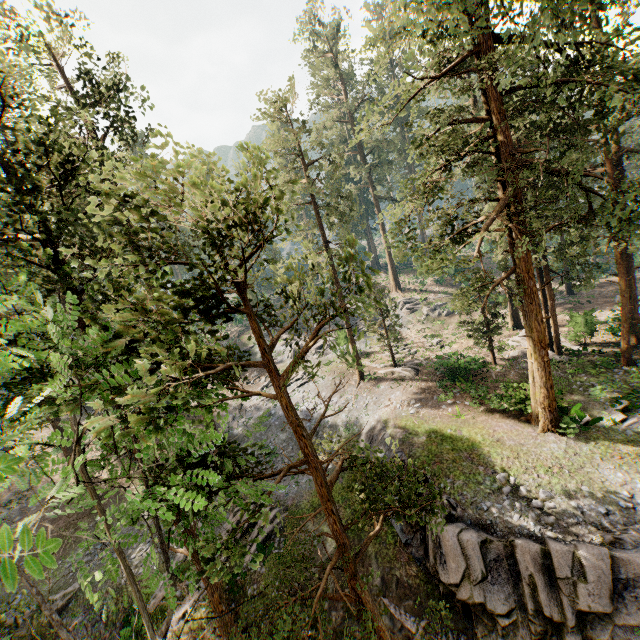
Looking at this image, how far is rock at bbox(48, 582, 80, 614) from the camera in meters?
18.2

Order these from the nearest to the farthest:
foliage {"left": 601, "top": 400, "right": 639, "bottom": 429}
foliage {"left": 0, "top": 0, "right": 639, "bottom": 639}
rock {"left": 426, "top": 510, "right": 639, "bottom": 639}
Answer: foliage {"left": 0, "top": 0, "right": 639, "bottom": 639}, rock {"left": 426, "top": 510, "right": 639, "bottom": 639}, foliage {"left": 601, "top": 400, "right": 639, "bottom": 429}

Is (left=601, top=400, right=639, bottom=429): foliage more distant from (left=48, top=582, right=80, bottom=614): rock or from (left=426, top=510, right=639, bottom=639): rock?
(left=48, top=582, right=80, bottom=614): rock

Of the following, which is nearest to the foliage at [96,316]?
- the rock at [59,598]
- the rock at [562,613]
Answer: the rock at [562,613]

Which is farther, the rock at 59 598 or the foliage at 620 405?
the rock at 59 598

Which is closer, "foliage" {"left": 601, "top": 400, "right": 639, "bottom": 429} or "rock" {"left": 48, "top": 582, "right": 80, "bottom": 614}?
"foliage" {"left": 601, "top": 400, "right": 639, "bottom": 429}

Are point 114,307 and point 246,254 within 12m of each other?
yes
